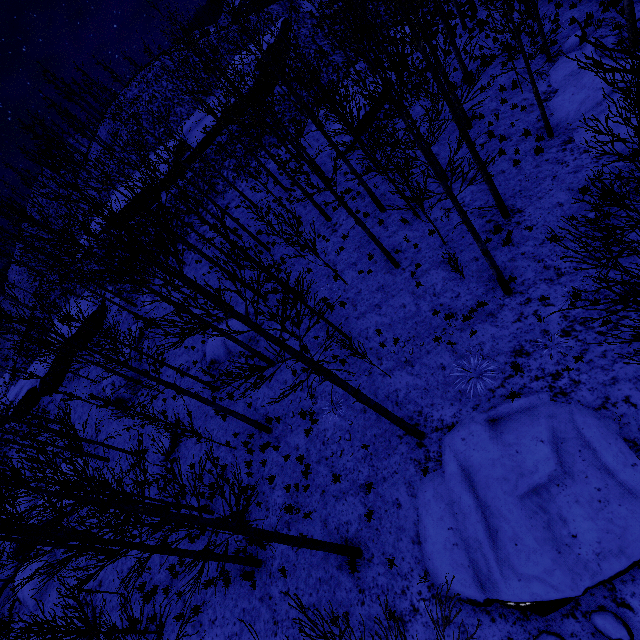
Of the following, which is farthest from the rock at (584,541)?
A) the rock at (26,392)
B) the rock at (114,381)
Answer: the rock at (26,392)

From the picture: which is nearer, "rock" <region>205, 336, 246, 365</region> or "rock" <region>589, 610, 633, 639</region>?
"rock" <region>589, 610, 633, 639</region>

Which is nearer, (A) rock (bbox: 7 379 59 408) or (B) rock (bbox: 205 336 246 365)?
(B) rock (bbox: 205 336 246 365)

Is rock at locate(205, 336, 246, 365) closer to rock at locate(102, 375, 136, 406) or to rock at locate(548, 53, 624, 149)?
rock at locate(102, 375, 136, 406)

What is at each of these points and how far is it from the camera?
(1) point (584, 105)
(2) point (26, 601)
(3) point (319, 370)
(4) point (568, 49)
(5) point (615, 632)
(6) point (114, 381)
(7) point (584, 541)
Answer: (1) rock, 11.71m
(2) rock, 19.70m
(3) instancedfoliageactor, 6.98m
(4) rock, 13.71m
(5) rock, 5.66m
(6) rock, 23.72m
(7) rock, 6.23m

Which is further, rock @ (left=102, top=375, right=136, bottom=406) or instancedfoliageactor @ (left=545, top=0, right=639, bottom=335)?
rock @ (left=102, top=375, right=136, bottom=406)

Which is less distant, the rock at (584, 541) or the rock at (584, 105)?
the rock at (584, 541)

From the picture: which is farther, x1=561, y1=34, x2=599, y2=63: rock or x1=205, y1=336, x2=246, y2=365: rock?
x1=205, y1=336, x2=246, y2=365: rock
